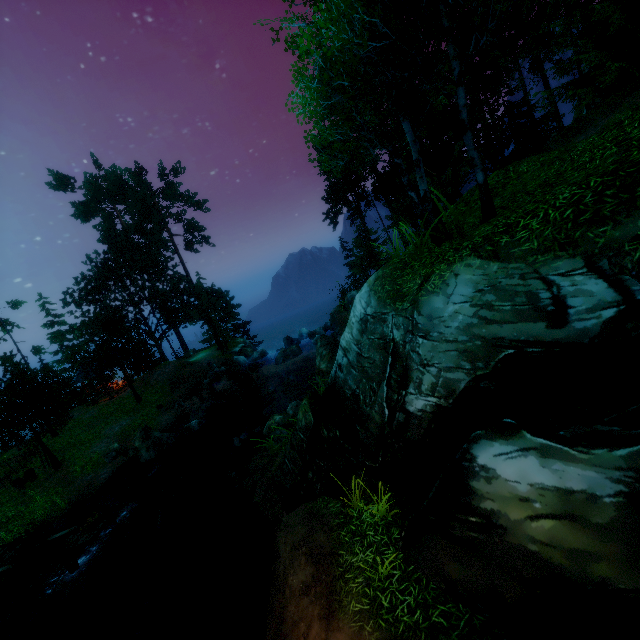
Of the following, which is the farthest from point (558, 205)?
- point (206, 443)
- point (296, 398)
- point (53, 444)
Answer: point (53, 444)

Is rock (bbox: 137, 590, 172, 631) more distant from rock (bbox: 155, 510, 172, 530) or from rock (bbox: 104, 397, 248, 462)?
rock (bbox: 104, 397, 248, 462)

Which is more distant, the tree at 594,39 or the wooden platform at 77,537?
the wooden platform at 77,537

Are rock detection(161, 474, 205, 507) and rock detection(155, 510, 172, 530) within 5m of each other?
yes

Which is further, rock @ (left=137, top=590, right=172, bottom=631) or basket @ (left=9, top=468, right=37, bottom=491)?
basket @ (left=9, top=468, right=37, bottom=491)

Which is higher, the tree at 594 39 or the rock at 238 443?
the tree at 594 39

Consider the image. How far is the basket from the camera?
18.4 meters

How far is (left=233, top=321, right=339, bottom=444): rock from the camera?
14.38m
